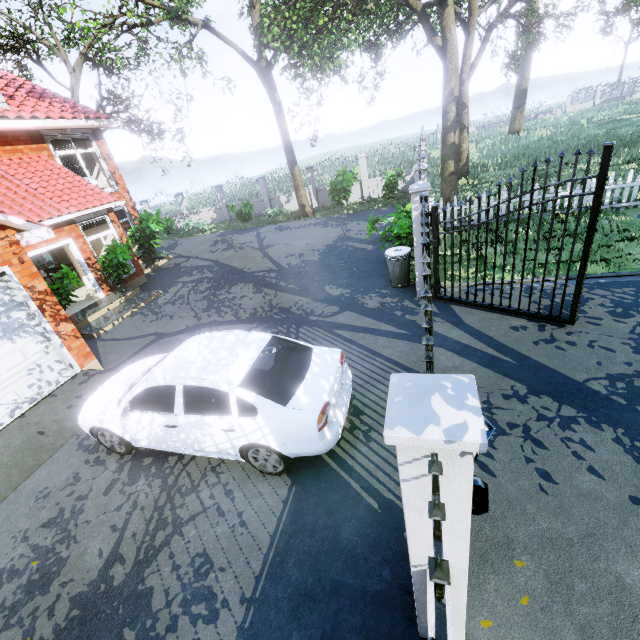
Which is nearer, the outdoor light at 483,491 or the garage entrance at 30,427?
the outdoor light at 483,491

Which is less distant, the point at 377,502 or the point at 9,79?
the point at 377,502

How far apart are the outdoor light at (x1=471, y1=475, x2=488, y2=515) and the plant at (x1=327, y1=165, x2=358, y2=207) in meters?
16.4

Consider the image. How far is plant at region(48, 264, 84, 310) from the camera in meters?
9.3

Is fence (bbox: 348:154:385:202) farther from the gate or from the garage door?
the garage door

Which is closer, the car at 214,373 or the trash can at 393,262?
the car at 214,373

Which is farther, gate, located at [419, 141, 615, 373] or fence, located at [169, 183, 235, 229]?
fence, located at [169, 183, 235, 229]

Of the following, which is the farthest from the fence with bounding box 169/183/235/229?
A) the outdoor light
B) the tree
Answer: the outdoor light
